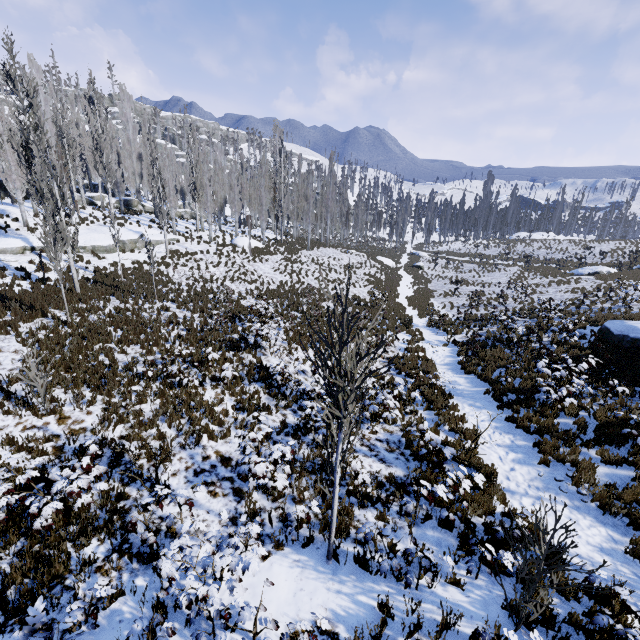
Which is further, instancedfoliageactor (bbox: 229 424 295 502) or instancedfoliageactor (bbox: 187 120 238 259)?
instancedfoliageactor (bbox: 187 120 238 259)

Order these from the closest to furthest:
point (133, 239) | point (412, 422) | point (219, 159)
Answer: point (412, 422) < point (133, 239) < point (219, 159)

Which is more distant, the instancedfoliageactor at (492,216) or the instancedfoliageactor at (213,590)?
the instancedfoliageactor at (492,216)

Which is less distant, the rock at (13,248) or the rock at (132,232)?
the rock at (13,248)

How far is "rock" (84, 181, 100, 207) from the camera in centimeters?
3454cm

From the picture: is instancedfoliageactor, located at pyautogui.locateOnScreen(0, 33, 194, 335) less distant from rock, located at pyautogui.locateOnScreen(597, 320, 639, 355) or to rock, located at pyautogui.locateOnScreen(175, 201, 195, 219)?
rock, located at pyautogui.locateOnScreen(175, 201, 195, 219)
